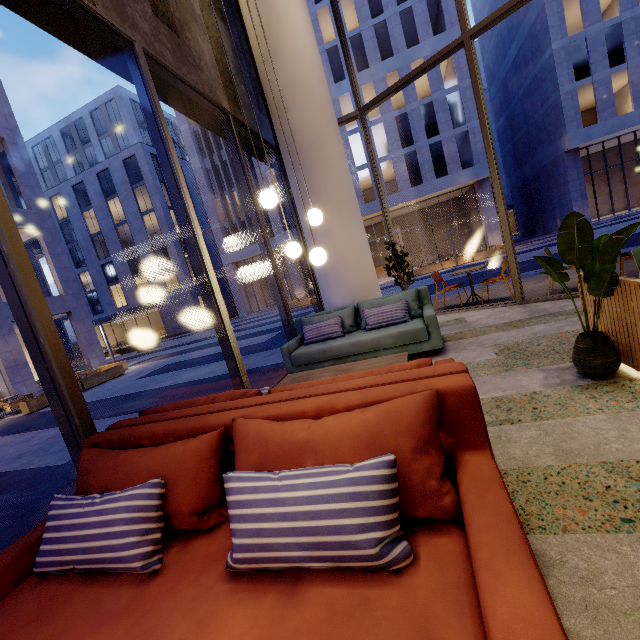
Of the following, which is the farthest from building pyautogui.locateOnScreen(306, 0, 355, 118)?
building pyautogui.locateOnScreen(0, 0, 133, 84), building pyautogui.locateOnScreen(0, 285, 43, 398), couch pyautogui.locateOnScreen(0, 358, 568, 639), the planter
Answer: couch pyautogui.locateOnScreen(0, 358, 568, 639)

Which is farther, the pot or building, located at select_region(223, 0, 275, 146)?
building, located at select_region(223, 0, 275, 146)

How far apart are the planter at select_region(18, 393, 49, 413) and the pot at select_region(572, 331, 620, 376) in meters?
15.7 m

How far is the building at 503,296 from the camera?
6.6m

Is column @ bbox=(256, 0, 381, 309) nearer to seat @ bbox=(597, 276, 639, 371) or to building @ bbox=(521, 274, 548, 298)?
building @ bbox=(521, 274, 548, 298)

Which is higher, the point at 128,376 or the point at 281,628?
the point at 281,628

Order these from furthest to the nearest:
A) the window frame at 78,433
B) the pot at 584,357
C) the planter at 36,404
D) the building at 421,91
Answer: the building at 421,91
the planter at 36,404
the pot at 584,357
the window frame at 78,433

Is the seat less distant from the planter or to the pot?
the pot
